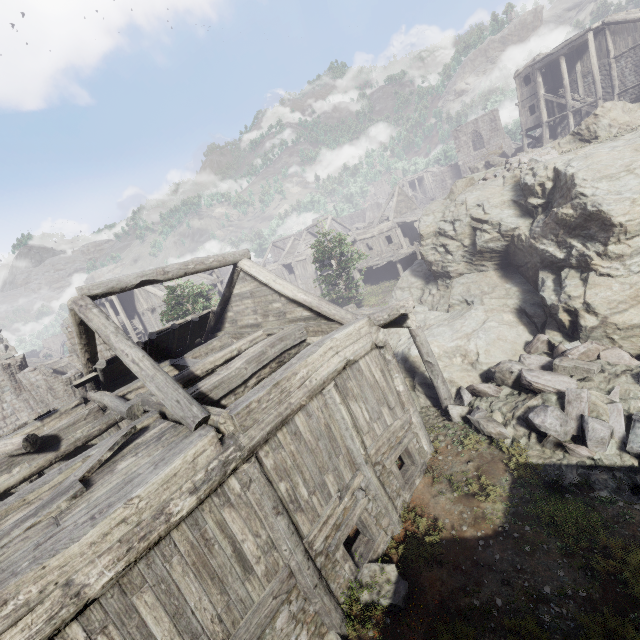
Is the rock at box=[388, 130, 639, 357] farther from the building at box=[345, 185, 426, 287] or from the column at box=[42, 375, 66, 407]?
the column at box=[42, 375, 66, 407]

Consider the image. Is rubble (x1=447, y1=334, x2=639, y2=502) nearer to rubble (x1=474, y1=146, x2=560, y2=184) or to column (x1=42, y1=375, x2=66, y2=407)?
rubble (x1=474, y1=146, x2=560, y2=184)

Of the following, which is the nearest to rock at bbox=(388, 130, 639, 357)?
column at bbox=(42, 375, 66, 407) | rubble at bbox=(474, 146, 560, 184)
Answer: rubble at bbox=(474, 146, 560, 184)

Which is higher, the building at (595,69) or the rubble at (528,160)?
the building at (595,69)

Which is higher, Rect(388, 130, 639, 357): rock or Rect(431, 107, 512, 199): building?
Rect(431, 107, 512, 199): building

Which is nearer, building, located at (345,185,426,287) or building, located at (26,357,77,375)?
building, located at (345,185,426,287)

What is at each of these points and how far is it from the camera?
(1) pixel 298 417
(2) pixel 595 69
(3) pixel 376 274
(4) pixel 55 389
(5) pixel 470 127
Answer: (1) building, 6.45m
(2) building, 27.48m
(3) building, 34.81m
(4) column, 16.88m
(5) building, 46.22m

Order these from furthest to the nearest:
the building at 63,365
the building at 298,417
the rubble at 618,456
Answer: the building at 63,365 → the rubble at 618,456 → the building at 298,417
